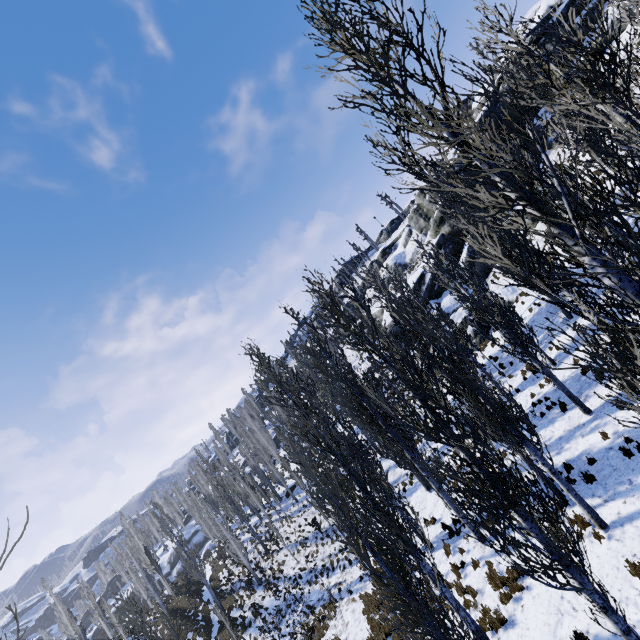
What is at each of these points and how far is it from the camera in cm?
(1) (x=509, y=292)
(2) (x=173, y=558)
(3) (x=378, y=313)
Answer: (1) rock, 2466
(2) rock, 5528
(3) rock, 4303

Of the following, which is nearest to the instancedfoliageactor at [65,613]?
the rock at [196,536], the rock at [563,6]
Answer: the rock at [196,536]

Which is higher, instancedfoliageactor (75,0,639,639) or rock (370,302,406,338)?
rock (370,302,406,338)

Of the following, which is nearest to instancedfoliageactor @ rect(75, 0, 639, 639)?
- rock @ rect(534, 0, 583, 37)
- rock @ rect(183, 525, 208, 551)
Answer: rock @ rect(183, 525, 208, 551)

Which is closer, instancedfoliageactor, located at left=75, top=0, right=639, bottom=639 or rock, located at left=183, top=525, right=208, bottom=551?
instancedfoliageactor, located at left=75, top=0, right=639, bottom=639

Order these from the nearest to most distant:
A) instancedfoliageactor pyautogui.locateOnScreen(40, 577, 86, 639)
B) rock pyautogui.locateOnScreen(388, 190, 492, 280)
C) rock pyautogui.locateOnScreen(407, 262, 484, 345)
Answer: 1. rock pyautogui.locateOnScreen(407, 262, 484, 345)
2. rock pyautogui.locateOnScreen(388, 190, 492, 280)
3. instancedfoliageactor pyautogui.locateOnScreen(40, 577, 86, 639)

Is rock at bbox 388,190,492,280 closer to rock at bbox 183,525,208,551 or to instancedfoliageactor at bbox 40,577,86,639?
instancedfoliageactor at bbox 40,577,86,639

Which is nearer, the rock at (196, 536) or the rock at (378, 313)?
the rock at (378, 313)
